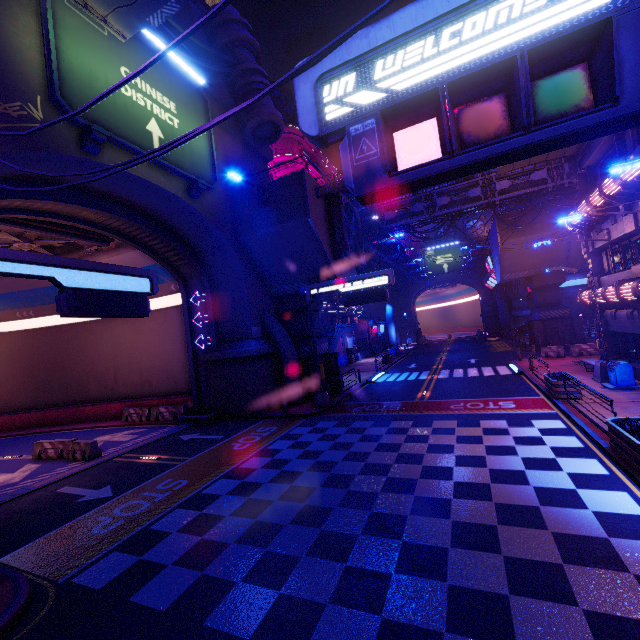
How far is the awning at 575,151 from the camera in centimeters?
1744cm

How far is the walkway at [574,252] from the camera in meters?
29.8

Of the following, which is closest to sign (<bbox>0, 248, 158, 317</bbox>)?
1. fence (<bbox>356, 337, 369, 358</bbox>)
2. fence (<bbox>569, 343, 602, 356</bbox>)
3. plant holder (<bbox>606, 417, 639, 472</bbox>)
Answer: plant holder (<bbox>606, 417, 639, 472</bbox>)

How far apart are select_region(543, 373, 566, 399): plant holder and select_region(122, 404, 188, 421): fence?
20.31m

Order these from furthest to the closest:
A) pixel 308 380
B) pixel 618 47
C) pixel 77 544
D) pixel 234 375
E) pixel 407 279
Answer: pixel 407 279 < pixel 308 380 < pixel 234 375 < pixel 77 544 < pixel 618 47

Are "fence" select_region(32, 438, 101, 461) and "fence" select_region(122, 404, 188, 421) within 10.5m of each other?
yes

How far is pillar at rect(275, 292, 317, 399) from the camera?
21.1 meters

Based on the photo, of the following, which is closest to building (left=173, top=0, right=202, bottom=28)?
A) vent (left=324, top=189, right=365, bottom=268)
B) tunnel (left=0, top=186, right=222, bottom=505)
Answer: vent (left=324, top=189, right=365, bottom=268)
